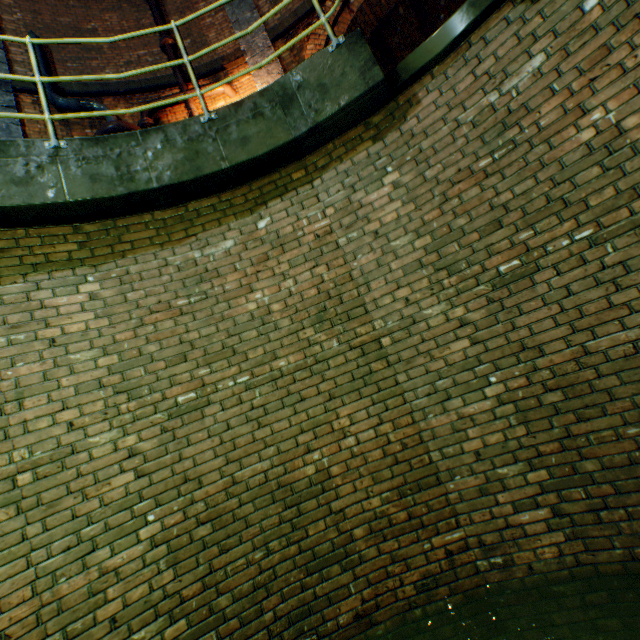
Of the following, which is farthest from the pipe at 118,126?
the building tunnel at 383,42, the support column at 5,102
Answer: the building tunnel at 383,42

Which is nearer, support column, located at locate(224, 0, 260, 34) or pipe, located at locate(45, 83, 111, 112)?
pipe, located at locate(45, 83, 111, 112)

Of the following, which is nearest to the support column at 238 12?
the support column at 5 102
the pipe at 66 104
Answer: the pipe at 66 104

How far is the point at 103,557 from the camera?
2.42m

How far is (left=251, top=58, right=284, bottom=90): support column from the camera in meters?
7.1

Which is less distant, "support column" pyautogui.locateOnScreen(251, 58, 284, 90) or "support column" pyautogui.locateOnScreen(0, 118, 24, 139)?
"support column" pyautogui.locateOnScreen(0, 118, 24, 139)

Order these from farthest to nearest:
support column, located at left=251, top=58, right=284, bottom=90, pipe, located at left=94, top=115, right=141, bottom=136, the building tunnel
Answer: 1. the building tunnel
2. support column, located at left=251, top=58, right=284, bottom=90
3. pipe, located at left=94, top=115, right=141, bottom=136
